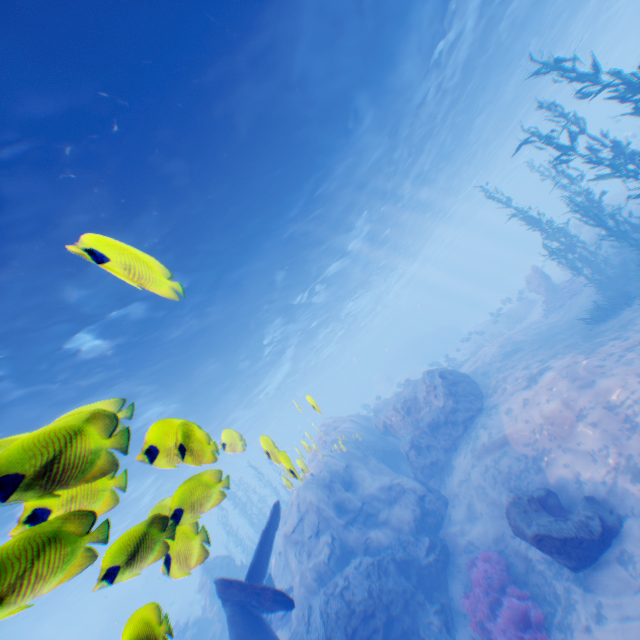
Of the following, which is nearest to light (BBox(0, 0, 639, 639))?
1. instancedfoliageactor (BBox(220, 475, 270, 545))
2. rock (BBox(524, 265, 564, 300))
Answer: instancedfoliageactor (BBox(220, 475, 270, 545))

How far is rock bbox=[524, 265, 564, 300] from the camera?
21.38m

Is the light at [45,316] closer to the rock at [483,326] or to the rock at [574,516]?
the rock at [574,516]

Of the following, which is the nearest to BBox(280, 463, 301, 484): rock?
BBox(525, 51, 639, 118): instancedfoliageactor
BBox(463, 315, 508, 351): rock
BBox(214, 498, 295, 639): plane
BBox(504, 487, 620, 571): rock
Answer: BBox(214, 498, 295, 639): plane

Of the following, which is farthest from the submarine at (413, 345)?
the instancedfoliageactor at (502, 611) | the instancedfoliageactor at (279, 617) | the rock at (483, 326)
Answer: the instancedfoliageactor at (502, 611)

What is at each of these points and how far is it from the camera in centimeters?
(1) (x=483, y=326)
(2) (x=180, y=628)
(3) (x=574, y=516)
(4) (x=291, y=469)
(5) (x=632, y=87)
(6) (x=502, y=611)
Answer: (1) rock, 3362cm
(2) instancedfoliageactor, 1739cm
(3) rock, 738cm
(4) rock, 382cm
(5) instancedfoliageactor, 796cm
(6) instancedfoliageactor, 754cm

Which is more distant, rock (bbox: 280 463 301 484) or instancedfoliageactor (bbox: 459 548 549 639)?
instancedfoliageactor (bbox: 459 548 549 639)

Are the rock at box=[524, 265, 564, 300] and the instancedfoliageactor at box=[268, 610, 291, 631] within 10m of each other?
no
